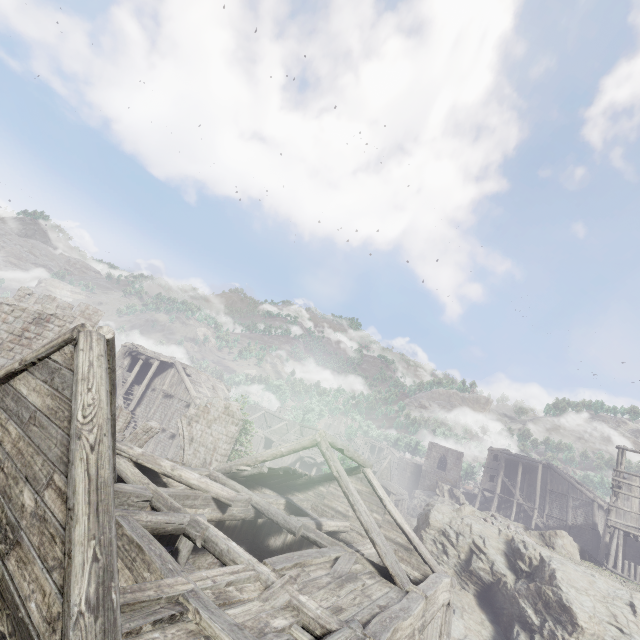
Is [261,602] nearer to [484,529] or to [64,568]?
[64,568]

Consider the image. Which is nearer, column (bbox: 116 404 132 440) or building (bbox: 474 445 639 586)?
column (bbox: 116 404 132 440)

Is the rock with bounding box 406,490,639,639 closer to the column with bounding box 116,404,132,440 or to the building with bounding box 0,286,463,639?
the building with bounding box 0,286,463,639

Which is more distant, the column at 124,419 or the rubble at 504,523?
the rubble at 504,523

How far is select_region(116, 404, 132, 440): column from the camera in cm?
1786

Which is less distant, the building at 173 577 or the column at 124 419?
the building at 173 577

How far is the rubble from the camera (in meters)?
21.27

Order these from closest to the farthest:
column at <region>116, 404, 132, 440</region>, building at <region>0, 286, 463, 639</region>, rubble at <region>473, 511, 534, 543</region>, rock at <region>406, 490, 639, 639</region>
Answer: building at <region>0, 286, 463, 639</region> < rock at <region>406, 490, 639, 639</region> < column at <region>116, 404, 132, 440</region> < rubble at <region>473, 511, 534, 543</region>
